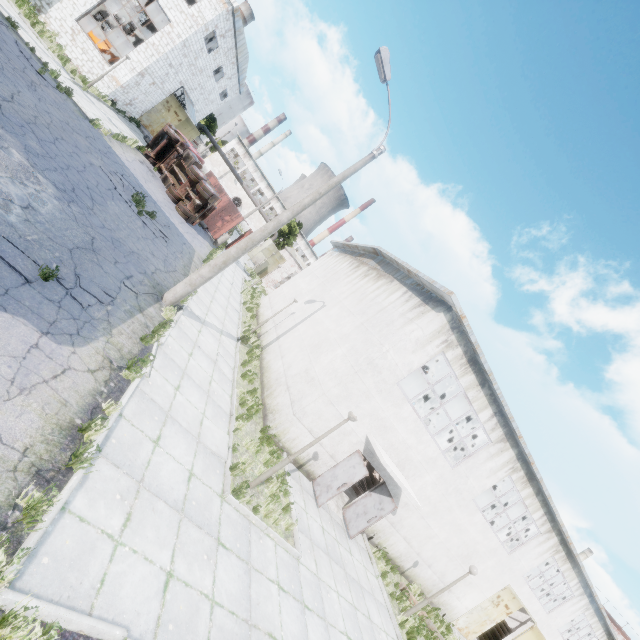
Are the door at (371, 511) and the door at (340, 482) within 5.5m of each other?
yes

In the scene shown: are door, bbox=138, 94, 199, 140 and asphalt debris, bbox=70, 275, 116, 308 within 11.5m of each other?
no

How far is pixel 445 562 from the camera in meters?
16.1

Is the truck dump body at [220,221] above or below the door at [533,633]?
below

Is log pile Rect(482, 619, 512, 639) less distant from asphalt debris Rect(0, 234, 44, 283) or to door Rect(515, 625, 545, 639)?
door Rect(515, 625, 545, 639)

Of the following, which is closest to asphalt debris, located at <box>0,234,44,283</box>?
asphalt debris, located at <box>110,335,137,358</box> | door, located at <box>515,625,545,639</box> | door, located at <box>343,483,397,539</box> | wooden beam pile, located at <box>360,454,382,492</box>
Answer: asphalt debris, located at <box>110,335,137,358</box>

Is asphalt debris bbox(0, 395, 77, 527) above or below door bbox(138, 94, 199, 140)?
below

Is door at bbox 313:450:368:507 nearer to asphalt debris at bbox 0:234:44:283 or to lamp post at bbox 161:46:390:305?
lamp post at bbox 161:46:390:305
